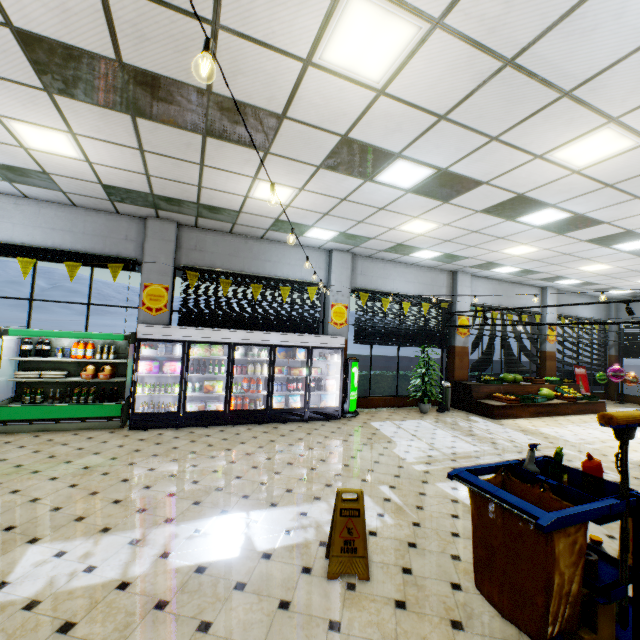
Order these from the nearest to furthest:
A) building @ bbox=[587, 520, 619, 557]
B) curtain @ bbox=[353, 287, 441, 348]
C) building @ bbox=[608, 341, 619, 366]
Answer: building @ bbox=[587, 520, 619, 557], curtain @ bbox=[353, 287, 441, 348], building @ bbox=[608, 341, 619, 366]

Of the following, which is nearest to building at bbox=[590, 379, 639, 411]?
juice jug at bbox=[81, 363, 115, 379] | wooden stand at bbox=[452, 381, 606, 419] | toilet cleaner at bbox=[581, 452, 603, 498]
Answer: wooden stand at bbox=[452, 381, 606, 419]

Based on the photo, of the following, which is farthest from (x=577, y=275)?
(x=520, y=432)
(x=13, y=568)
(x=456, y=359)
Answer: (x=13, y=568)

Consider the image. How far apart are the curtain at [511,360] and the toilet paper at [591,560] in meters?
10.0

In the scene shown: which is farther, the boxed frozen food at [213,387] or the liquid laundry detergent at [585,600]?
the boxed frozen food at [213,387]

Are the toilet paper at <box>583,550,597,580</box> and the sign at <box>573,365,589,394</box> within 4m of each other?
no

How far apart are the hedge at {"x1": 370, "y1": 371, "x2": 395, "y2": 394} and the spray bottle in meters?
7.9

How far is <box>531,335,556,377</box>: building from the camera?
13.7 meters
